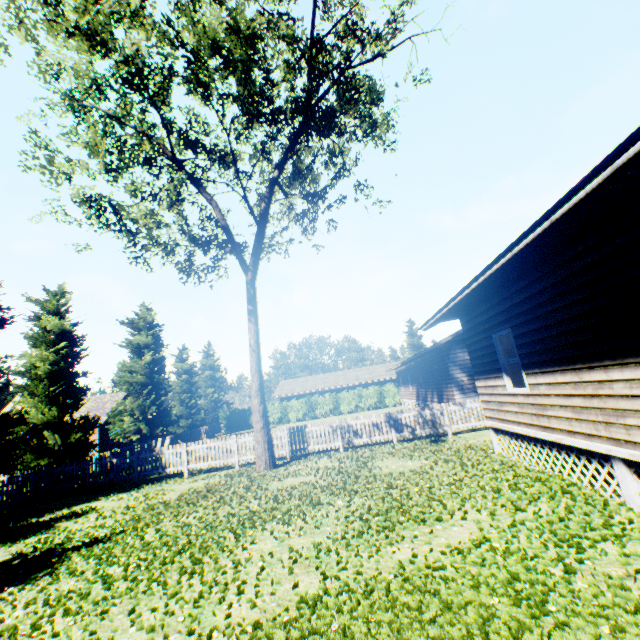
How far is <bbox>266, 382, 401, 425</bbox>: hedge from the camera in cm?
3938

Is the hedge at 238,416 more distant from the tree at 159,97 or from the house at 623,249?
the house at 623,249

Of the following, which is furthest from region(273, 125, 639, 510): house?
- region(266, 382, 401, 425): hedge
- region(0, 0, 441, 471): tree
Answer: region(266, 382, 401, 425): hedge

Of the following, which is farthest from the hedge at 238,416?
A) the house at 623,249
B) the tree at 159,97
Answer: the house at 623,249

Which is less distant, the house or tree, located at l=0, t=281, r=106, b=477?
the house

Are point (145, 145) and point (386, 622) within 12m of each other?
no

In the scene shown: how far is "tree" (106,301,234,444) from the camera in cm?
2755

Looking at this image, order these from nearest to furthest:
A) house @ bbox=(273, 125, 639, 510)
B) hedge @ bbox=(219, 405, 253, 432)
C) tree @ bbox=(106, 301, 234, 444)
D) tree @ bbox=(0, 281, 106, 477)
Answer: house @ bbox=(273, 125, 639, 510) < tree @ bbox=(0, 281, 106, 477) < tree @ bbox=(106, 301, 234, 444) < hedge @ bbox=(219, 405, 253, 432)
